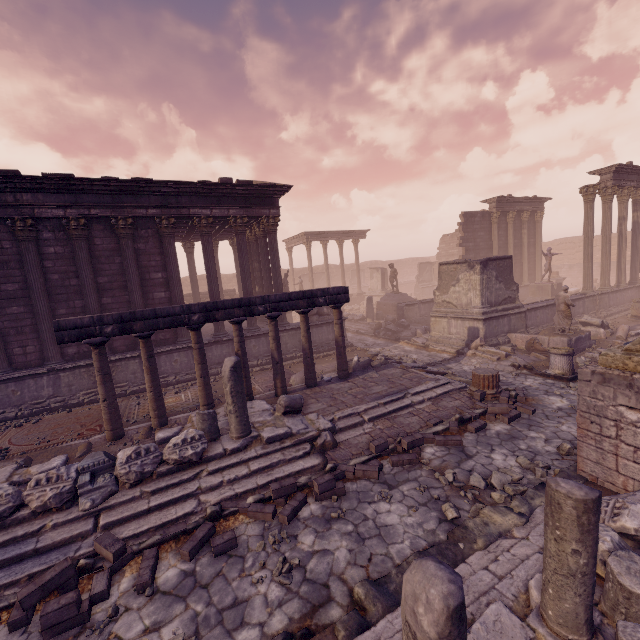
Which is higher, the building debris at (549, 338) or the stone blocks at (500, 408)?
the building debris at (549, 338)

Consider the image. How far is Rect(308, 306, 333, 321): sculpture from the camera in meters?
15.3 m

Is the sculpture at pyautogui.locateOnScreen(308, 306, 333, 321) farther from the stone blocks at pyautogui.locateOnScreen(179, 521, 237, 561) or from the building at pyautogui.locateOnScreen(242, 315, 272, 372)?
the stone blocks at pyautogui.locateOnScreen(179, 521, 237, 561)

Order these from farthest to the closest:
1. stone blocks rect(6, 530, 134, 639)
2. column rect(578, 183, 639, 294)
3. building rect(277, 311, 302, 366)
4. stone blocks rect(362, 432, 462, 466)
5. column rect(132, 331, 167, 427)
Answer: column rect(578, 183, 639, 294) → building rect(277, 311, 302, 366) → column rect(132, 331, 167, 427) → stone blocks rect(362, 432, 462, 466) → stone blocks rect(6, 530, 134, 639)

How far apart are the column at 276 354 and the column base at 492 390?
5.3 meters

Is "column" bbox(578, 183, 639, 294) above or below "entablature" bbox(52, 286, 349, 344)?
above

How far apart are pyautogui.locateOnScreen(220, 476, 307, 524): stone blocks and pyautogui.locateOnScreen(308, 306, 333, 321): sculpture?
9.5m

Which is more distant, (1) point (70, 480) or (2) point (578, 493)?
(1) point (70, 480)
